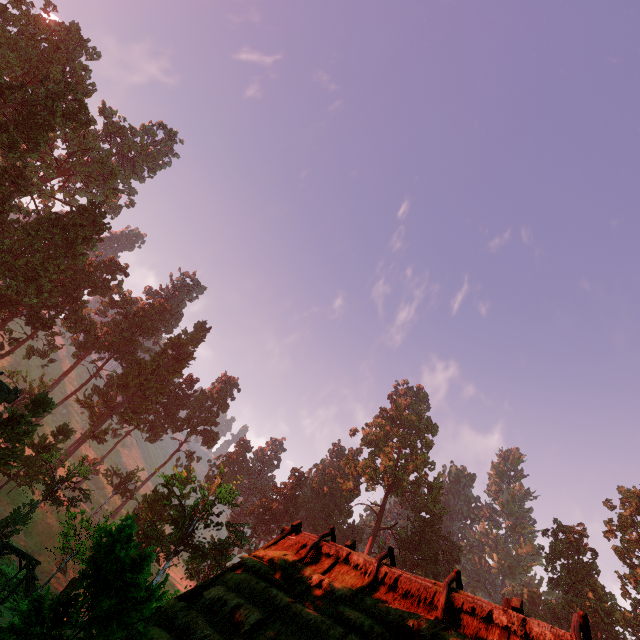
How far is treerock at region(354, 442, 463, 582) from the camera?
49.8m

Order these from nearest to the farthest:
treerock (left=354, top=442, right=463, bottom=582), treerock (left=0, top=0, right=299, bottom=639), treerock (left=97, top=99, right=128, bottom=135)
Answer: treerock (left=0, top=0, right=299, bottom=639)
treerock (left=354, top=442, right=463, bottom=582)
treerock (left=97, top=99, right=128, bottom=135)

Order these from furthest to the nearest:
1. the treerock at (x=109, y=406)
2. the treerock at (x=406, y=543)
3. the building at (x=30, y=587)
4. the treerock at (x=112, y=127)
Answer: the treerock at (x=112, y=127)
the treerock at (x=406, y=543)
the building at (x=30, y=587)
the treerock at (x=109, y=406)

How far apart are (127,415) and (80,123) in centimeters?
4131cm

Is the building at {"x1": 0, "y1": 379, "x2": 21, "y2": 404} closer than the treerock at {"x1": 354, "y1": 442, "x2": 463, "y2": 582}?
Yes

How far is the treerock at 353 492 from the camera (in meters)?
56.08
